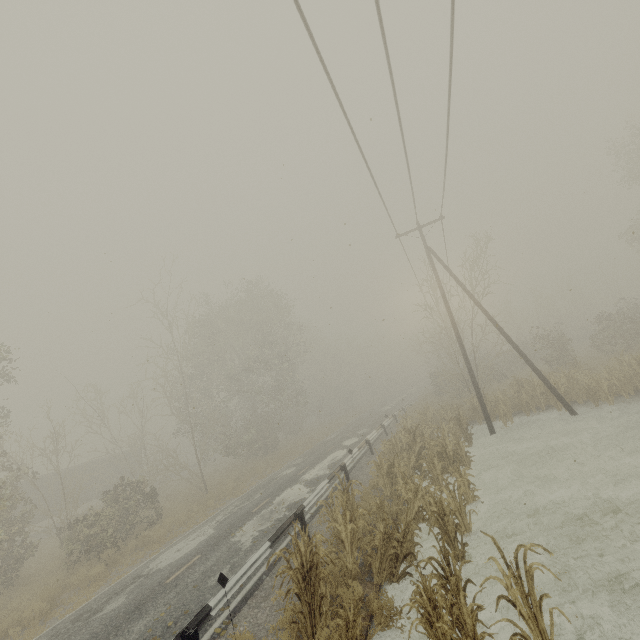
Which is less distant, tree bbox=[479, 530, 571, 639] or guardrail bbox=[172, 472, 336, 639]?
tree bbox=[479, 530, 571, 639]

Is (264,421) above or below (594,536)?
above

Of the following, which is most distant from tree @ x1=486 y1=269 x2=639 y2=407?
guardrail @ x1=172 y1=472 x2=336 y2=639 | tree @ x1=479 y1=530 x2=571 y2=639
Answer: tree @ x1=479 y1=530 x2=571 y2=639

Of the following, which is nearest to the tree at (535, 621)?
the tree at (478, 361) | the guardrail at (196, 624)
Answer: the guardrail at (196, 624)

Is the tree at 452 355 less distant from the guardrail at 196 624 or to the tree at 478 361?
the guardrail at 196 624

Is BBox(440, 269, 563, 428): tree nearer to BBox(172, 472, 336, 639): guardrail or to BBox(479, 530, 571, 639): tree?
BBox(172, 472, 336, 639): guardrail

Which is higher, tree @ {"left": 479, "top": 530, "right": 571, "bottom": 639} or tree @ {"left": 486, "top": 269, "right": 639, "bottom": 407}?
tree @ {"left": 486, "top": 269, "right": 639, "bottom": 407}

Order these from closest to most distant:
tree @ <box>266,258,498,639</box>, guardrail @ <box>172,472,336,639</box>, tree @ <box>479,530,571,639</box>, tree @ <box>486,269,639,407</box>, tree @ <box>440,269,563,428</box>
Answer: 1. tree @ <box>479,530,571,639</box>
2. tree @ <box>266,258,498,639</box>
3. guardrail @ <box>172,472,336,639</box>
4. tree @ <box>486,269,639,407</box>
5. tree @ <box>440,269,563,428</box>
